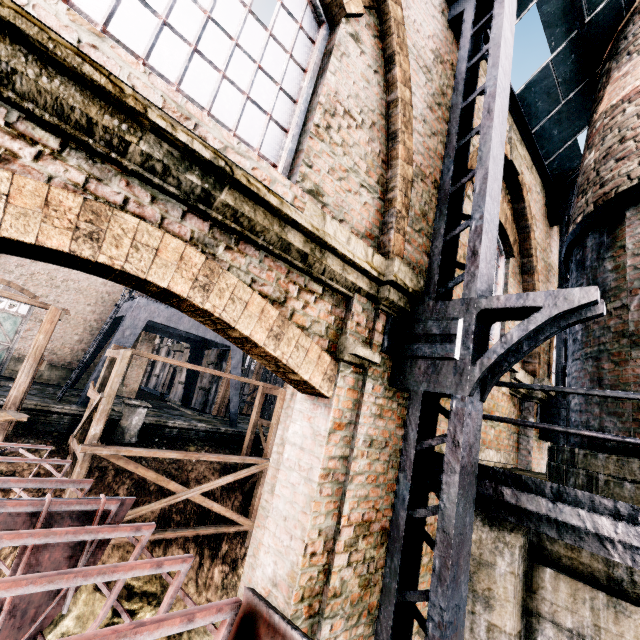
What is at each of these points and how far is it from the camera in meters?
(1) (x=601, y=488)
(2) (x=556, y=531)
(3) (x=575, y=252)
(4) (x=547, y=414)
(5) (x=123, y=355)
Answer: (1) furnace, 3.9 m
(2) metal beam, 3.2 m
(3) furnace, 5.7 m
(4) truss, 7.4 m
(5) wooden scaffolding, 12.9 m

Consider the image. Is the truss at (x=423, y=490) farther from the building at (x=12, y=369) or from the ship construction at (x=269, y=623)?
the ship construction at (x=269, y=623)

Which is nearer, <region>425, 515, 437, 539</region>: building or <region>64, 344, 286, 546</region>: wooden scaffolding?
<region>425, 515, 437, 539</region>: building

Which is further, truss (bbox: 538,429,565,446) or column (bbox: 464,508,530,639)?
truss (bbox: 538,429,565,446)

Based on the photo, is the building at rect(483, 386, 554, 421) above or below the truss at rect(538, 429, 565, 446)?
above

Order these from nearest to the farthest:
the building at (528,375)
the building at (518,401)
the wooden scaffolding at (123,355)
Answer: the building at (518,401)
the building at (528,375)
the wooden scaffolding at (123,355)

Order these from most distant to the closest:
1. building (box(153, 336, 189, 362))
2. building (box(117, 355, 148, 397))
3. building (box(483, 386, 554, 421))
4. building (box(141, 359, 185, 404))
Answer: building (box(153, 336, 189, 362)) < building (box(141, 359, 185, 404)) < building (box(117, 355, 148, 397)) < building (box(483, 386, 554, 421))

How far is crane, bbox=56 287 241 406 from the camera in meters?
17.8
